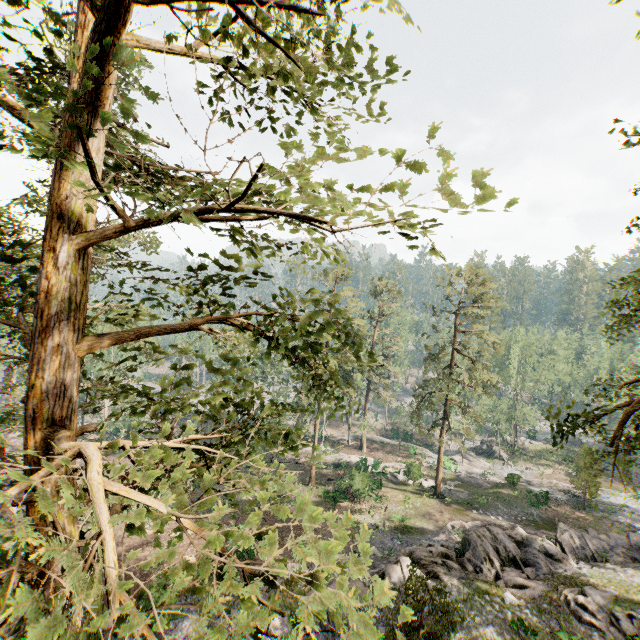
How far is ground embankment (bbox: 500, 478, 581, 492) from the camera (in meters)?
36.09

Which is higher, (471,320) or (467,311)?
(467,311)

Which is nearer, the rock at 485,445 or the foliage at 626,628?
the foliage at 626,628

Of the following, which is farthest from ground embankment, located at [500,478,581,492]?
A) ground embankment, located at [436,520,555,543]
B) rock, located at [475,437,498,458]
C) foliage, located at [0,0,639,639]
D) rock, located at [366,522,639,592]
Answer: rock, located at [366,522,639,592]

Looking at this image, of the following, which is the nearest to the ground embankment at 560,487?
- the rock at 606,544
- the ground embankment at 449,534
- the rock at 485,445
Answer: the rock at 485,445

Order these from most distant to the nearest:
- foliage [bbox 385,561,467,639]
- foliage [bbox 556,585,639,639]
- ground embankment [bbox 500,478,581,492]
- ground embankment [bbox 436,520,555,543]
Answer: ground embankment [bbox 500,478,581,492] < ground embankment [bbox 436,520,555,543] < foliage [bbox 556,585,639,639] < foliage [bbox 385,561,467,639]

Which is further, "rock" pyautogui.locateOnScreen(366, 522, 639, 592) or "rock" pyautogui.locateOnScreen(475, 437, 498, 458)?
"rock" pyautogui.locateOnScreen(475, 437, 498, 458)

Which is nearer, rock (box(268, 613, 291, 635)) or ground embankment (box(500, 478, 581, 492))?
rock (box(268, 613, 291, 635))
